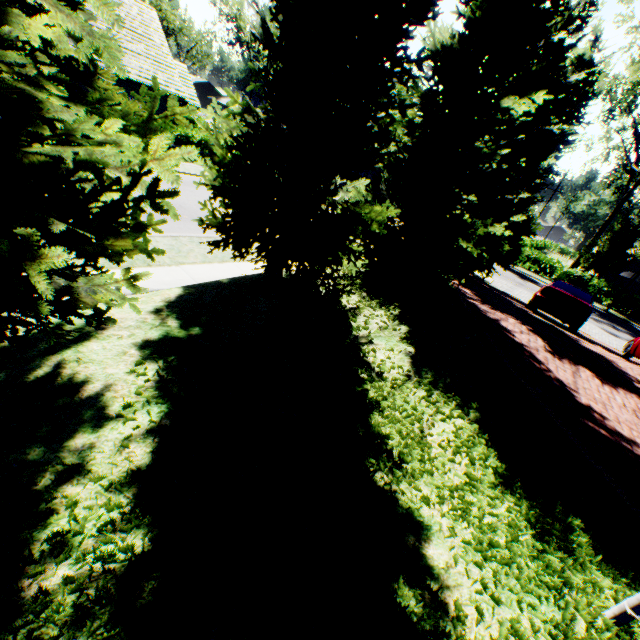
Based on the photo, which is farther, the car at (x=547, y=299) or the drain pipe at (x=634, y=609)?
the car at (x=547, y=299)

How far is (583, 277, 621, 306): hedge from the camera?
28.8 meters

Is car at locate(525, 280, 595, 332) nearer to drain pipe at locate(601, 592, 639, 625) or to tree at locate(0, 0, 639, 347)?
tree at locate(0, 0, 639, 347)

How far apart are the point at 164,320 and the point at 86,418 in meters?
2.0

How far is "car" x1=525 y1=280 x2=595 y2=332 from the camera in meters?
11.6

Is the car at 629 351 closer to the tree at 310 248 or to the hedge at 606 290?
the tree at 310 248

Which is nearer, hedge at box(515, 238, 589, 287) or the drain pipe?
the drain pipe

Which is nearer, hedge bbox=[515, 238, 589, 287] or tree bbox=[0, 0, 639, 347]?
tree bbox=[0, 0, 639, 347]
